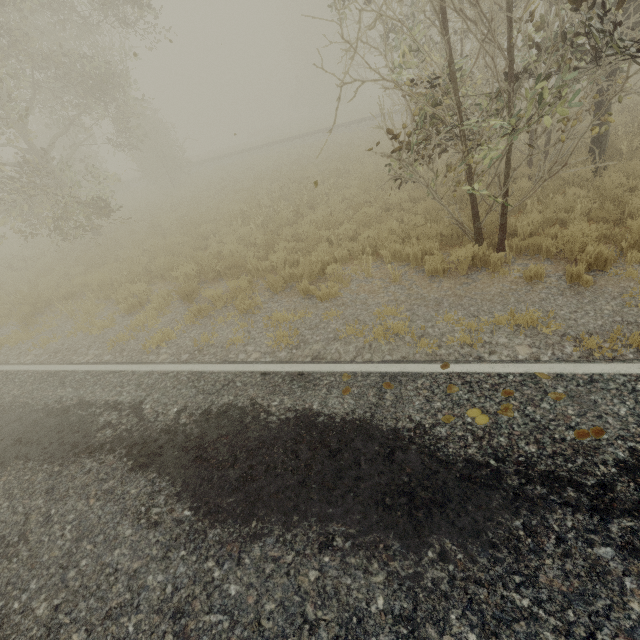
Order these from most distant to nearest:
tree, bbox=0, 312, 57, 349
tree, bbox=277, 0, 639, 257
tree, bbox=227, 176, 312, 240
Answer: tree, bbox=227, 176, 312, 240 → tree, bbox=0, 312, 57, 349 → tree, bbox=277, 0, 639, 257

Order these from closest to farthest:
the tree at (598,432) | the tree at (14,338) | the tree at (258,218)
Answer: the tree at (598,432), the tree at (14,338), the tree at (258,218)

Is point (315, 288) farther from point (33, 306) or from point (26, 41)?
point (26, 41)

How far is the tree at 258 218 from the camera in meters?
10.4

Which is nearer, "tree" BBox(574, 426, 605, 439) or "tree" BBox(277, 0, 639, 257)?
"tree" BBox(574, 426, 605, 439)

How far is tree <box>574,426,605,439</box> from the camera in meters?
3.0
